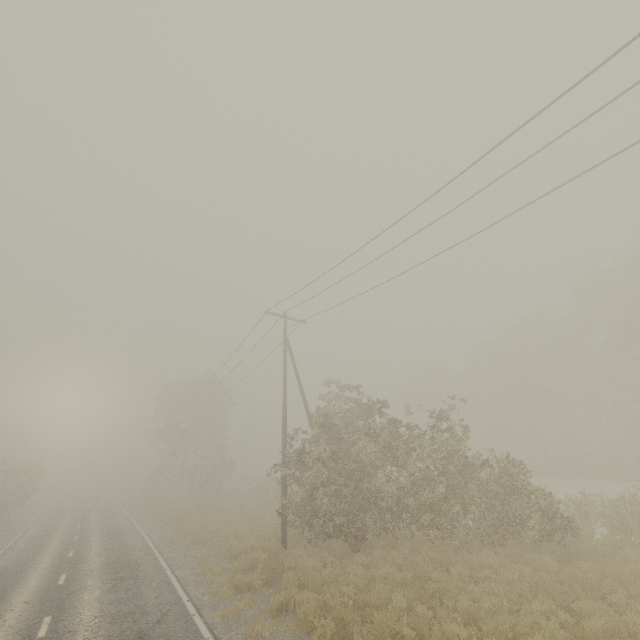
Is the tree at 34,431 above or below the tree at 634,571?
above

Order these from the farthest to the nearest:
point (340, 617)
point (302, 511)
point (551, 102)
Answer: point (302, 511) → point (340, 617) → point (551, 102)

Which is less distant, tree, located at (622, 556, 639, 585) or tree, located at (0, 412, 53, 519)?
tree, located at (622, 556, 639, 585)

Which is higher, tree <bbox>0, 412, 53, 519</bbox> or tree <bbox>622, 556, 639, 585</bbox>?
tree <bbox>0, 412, 53, 519</bbox>

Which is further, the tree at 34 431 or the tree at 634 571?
the tree at 34 431
